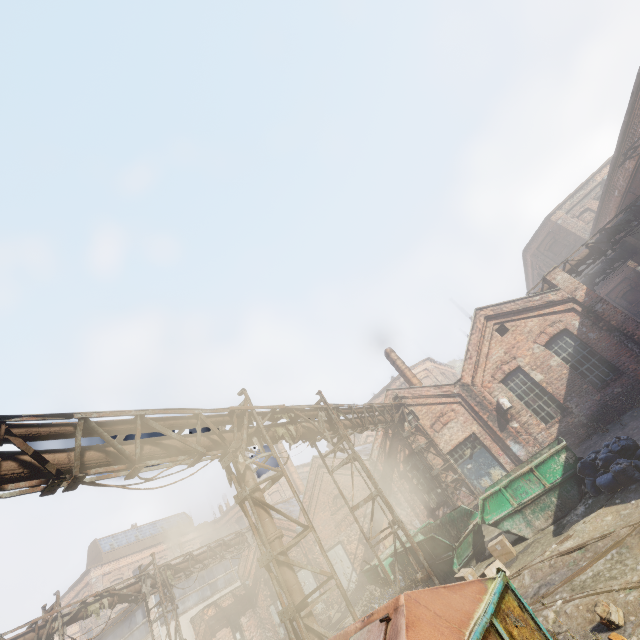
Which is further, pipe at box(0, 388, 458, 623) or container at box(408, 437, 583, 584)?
container at box(408, 437, 583, 584)

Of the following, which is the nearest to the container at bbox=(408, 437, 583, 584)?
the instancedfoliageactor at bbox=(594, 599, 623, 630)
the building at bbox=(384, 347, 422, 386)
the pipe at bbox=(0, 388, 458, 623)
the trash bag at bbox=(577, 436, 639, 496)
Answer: the trash bag at bbox=(577, 436, 639, 496)

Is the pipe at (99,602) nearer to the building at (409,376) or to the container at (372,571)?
Result: the container at (372,571)

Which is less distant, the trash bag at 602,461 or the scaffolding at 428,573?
the trash bag at 602,461

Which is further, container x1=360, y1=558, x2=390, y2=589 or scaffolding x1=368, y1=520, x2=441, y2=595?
container x1=360, y1=558, x2=390, y2=589

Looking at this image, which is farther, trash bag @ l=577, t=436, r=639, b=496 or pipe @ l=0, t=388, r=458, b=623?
trash bag @ l=577, t=436, r=639, b=496

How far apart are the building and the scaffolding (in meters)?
10.92

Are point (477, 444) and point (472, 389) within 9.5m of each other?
yes
